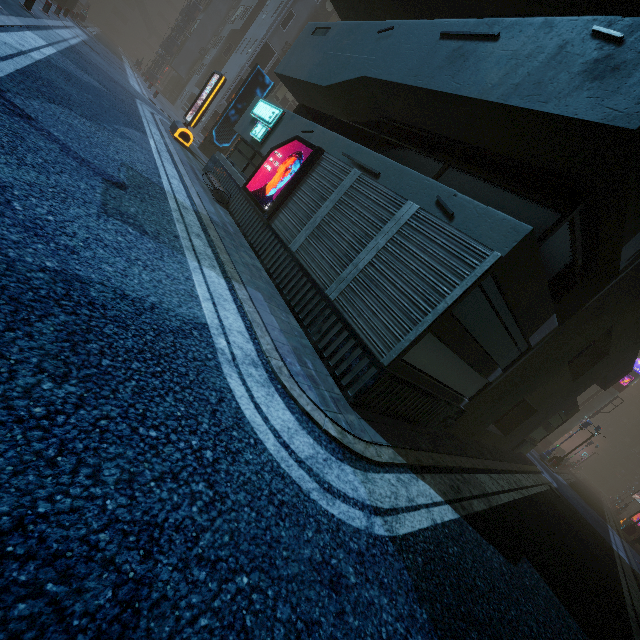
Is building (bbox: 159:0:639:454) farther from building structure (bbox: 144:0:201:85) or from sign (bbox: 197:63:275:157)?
sign (bbox: 197:63:275:157)

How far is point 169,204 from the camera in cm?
643

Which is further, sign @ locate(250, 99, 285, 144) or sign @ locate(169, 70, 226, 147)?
sign @ locate(169, 70, 226, 147)

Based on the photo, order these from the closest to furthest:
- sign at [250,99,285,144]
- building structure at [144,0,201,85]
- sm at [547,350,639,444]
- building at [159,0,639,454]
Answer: building at [159,0,639,454], sign at [250,99,285,144], sm at [547,350,639,444], building structure at [144,0,201,85]

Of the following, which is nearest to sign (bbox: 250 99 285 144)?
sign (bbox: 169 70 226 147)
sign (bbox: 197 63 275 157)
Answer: sign (bbox: 169 70 226 147)

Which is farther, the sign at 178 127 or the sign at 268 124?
the sign at 178 127

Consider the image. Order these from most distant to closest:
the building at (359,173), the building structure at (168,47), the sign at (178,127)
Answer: the building structure at (168,47) → the sign at (178,127) → the building at (359,173)

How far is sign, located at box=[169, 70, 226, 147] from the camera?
13.8m
